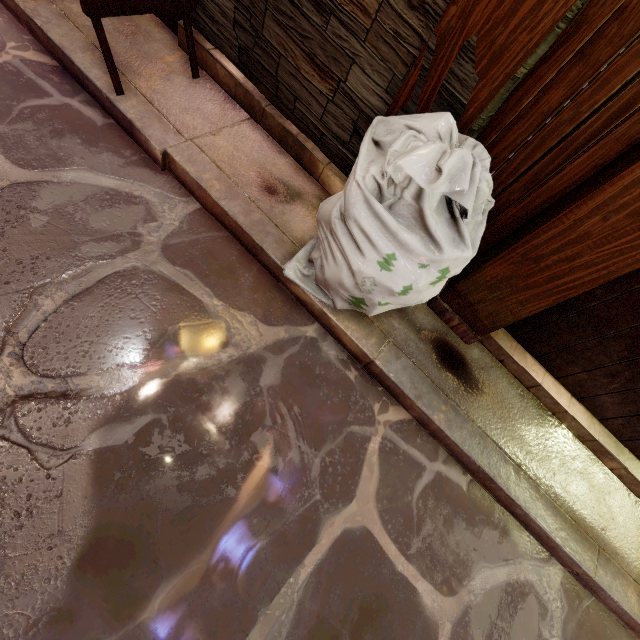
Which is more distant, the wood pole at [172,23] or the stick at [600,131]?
the wood pole at [172,23]

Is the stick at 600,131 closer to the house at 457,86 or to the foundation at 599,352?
the house at 457,86

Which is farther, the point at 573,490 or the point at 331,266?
the point at 573,490

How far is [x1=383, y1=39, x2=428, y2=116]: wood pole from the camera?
2.9 meters

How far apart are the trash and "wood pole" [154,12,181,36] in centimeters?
323cm

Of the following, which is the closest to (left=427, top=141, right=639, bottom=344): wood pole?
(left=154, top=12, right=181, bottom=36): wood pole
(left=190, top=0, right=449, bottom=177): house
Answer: (left=190, top=0, right=449, bottom=177): house

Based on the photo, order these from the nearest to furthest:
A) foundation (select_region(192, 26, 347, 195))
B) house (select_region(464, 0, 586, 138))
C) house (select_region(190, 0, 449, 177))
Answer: house (select_region(464, 0, 586, 138))
house (select_region(190, 0, 449, 177))
foundation (select_region(192, 26, 347, 195))

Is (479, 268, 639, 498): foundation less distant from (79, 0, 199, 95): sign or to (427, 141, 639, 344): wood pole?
(427, 141, 639, 344): wood pole
